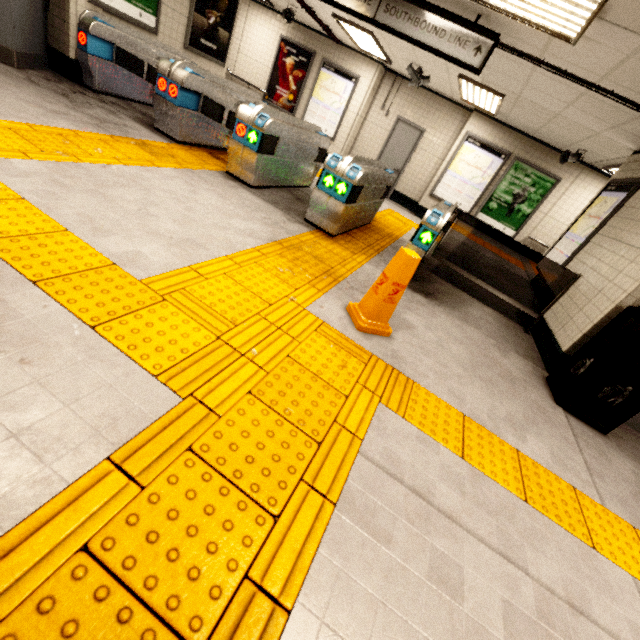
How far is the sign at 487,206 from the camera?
8.3m

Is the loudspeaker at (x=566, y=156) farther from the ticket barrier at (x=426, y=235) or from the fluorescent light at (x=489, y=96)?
the ticket barrier at (x=426, y=235)

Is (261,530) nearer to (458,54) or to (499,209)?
(458,54)

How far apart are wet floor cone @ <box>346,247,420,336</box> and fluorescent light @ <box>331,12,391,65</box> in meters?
6.6

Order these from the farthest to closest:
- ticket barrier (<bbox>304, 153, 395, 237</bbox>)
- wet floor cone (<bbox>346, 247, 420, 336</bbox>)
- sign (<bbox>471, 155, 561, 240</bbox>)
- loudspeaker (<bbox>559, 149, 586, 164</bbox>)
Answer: sign (<bbox>471, 155, 561, 240</bbox>)
loudspeaker (<bbox>559, 149, 586, 164</bbox>)
ticket barrier (<bbox>304, 153, 395, 237</bbox>)
wet floor cone (<bbox>346, 247, 420, 336</bbox>)

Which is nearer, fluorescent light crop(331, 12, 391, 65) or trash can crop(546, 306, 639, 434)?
trash can crop(546, 306, 639, 434)

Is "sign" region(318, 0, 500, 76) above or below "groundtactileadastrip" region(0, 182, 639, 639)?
above

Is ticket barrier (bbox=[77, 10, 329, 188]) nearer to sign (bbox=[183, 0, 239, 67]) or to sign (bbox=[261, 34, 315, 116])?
sign (bbox=[183, 0, 239, 67])
